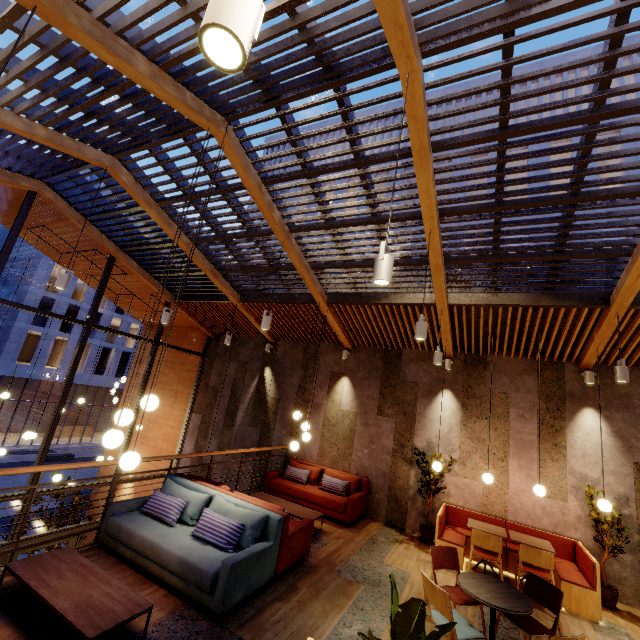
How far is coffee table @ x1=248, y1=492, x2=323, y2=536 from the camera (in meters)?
6.23

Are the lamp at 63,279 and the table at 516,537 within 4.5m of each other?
no

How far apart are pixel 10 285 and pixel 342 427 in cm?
3401

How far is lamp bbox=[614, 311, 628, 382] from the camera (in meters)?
4.87

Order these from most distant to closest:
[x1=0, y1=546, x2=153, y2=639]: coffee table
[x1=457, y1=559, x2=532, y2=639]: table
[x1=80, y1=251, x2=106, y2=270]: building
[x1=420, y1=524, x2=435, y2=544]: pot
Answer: [x1=80, y1=251, x2=106, y2=270]: building, [x1=420, y1=524, x2=435, y2=544]: pot, [x1=457, y1=559, x2=532, y2=639]: table, [x1=0, y1=546, x2=153, y2=639]: coffee table

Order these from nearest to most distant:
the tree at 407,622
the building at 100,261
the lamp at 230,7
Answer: the lamp at 230,7 → the tree at 407,622 → the building at 100,261

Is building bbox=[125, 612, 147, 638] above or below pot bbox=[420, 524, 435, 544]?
below

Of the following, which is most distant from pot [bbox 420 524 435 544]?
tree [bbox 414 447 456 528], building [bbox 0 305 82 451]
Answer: building [bbox 0 305 82 451]
